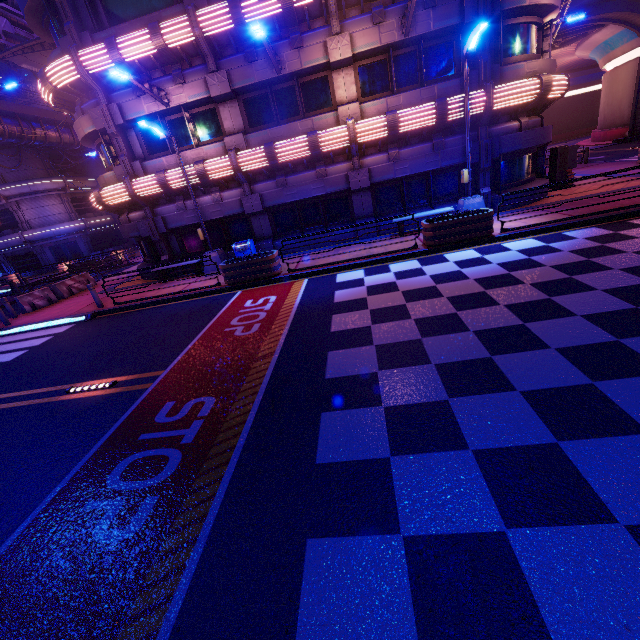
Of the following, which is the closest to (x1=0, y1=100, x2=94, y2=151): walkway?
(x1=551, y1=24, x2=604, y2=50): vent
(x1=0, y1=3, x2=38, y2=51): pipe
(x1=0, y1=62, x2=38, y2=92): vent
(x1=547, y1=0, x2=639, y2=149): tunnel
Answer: (x1=0, y1=3, x2=38, y2=51): pipe

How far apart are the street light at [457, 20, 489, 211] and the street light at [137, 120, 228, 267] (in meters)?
9.99

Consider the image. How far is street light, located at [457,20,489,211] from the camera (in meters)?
10.03

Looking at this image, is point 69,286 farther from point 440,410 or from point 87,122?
point 440,410

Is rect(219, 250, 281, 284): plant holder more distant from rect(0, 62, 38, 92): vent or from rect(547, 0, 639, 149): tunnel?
rect(0, 62, 38, 92): vent

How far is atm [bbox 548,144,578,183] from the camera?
15.4 meters

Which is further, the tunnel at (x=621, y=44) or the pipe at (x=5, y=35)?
the tunnel at (x=621, y=44)

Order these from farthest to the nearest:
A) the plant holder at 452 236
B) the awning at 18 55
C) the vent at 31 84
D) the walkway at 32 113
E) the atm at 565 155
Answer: the vent at 31 84 → the walkway at 32 113 → the awning at 18 55 → the atm at 565 155 → the plant holder at 452 236
